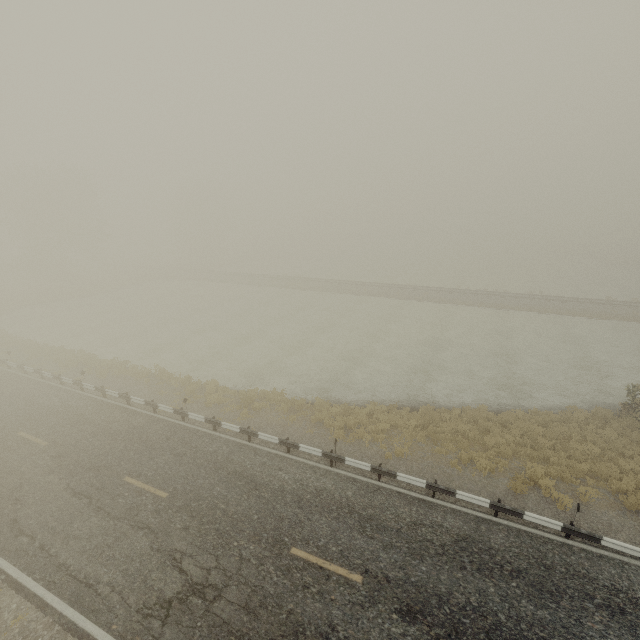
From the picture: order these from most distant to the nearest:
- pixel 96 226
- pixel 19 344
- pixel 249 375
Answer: pixel 96 226 → pixel 19 344 → pixel 249 375
